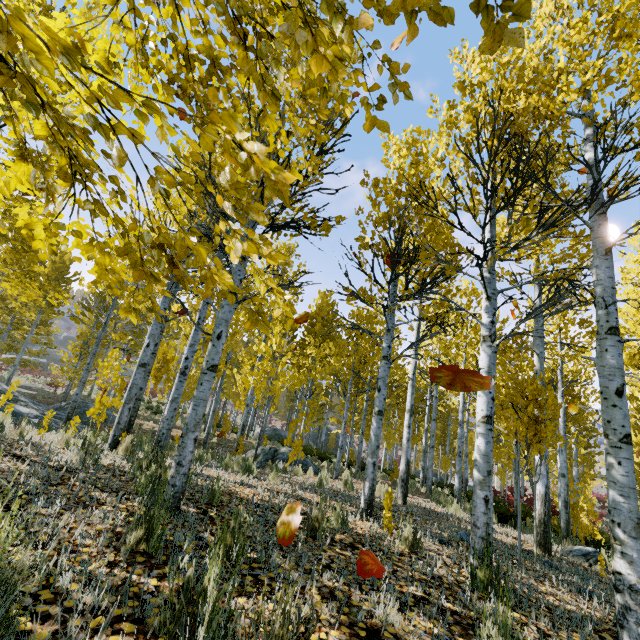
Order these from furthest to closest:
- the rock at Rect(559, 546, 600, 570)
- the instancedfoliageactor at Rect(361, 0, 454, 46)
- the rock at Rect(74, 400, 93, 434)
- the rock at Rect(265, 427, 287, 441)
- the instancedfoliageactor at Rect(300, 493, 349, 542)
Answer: the rock at Rect(265, 427, 287, 441)
the rock at Rect(74, 400, 93, 434)
the rock at Rect(559, 546, 600, 570)
the instancedfoliageactor at Rect(300, 493, 349, 542)
the instancedfoliageactor at Rect(361, 0, 454, 46)

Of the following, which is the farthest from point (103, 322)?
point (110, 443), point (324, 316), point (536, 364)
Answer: point (536, 364)

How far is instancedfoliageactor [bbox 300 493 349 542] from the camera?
3.2m

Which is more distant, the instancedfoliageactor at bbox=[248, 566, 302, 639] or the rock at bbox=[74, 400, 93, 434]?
the rock at bbox=[74, 400, 93, 434]

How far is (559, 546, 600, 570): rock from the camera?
6.58m

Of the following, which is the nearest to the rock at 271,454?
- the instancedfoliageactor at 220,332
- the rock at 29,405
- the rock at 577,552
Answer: the instancedfoliageactor at 220,332

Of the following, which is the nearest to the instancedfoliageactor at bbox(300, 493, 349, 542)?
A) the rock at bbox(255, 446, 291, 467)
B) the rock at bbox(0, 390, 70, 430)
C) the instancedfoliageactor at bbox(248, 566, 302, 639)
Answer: the rock at bbox(0, 390, 70, 430)

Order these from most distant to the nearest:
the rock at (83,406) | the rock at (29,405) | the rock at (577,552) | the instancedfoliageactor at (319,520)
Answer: the rock at (83,406) → the rock at (29,405) → the rock at (577,552) → the instancedfoliageactor at (319,520)
